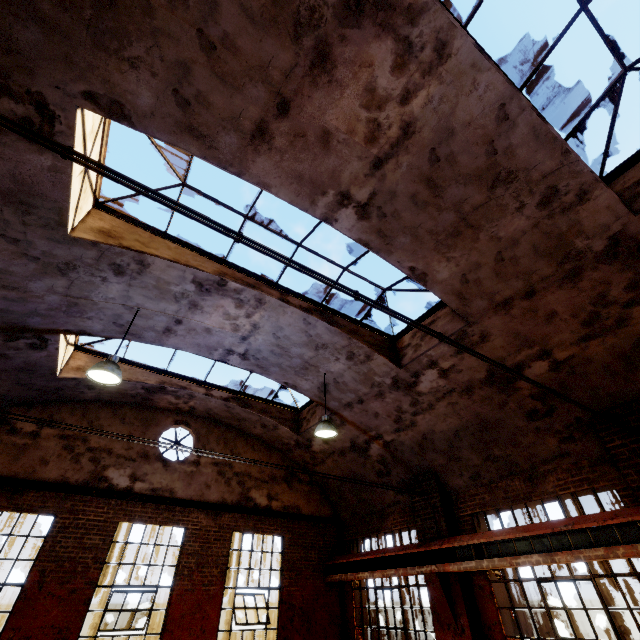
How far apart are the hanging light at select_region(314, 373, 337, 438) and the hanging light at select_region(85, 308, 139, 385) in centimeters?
419cm

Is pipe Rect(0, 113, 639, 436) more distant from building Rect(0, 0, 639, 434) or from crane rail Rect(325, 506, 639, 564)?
crane rail Rect(325, 506, 639, 564)

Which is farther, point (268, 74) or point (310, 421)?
point (310, 421)

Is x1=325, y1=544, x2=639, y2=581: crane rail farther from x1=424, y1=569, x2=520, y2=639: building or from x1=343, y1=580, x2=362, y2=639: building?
x1=343, y1=580, x2=362, y2=639: building

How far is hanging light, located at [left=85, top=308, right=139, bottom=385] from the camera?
5.5m

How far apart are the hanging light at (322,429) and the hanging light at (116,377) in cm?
419

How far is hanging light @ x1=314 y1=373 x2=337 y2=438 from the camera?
7.44m

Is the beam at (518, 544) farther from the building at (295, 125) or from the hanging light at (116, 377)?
the hanging light at (116, 377)
